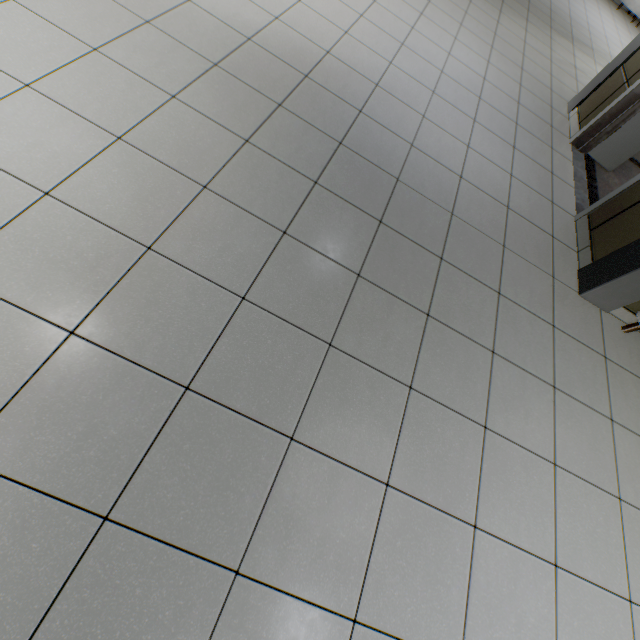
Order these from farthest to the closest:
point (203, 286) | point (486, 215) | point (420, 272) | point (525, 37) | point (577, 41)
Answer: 1. point (577, 41)
2. point (525, 37)
3. point (486, 215)
4. point (420, 272)
5. point (203, 286)

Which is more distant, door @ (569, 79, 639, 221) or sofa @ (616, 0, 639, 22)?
sofa @ (616, 0, 639, 22)

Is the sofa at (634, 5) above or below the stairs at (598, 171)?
above

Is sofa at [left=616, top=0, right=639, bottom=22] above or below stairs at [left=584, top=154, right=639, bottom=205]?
above

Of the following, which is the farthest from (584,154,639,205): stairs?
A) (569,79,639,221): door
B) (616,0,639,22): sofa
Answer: (616,0,639,22): sofa

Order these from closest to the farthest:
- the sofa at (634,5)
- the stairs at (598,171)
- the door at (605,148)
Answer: the door at (605,148), the stairs at (598,171), the sofa at (634,5)

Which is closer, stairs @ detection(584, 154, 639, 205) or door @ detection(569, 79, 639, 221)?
door @ detection(569, 79, 639, 221)
